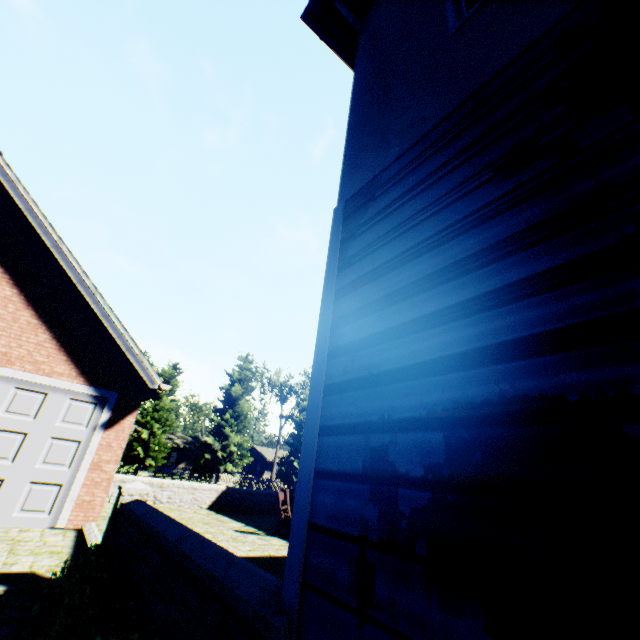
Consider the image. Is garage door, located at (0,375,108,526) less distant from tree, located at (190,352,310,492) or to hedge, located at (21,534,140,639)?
hedge, located at (21,534,140,639)

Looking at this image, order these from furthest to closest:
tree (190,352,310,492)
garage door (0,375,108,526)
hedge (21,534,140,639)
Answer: tree (190,352,310,492), garage door (0,375,108,526), hedge (21,534,140,639)

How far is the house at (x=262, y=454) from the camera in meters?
58.2

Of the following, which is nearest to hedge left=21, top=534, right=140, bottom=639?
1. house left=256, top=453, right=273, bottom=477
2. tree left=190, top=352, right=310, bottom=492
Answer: tree left=190, top=352, right=310, bottom=492

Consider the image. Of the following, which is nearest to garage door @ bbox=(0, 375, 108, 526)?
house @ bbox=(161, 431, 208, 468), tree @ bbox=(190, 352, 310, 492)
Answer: tree @ bbox=(190, 352, 310, 492)

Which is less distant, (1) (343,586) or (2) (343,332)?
(1) (343,586)

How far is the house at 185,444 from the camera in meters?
51.2

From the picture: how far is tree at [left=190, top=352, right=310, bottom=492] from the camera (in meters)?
31.72
